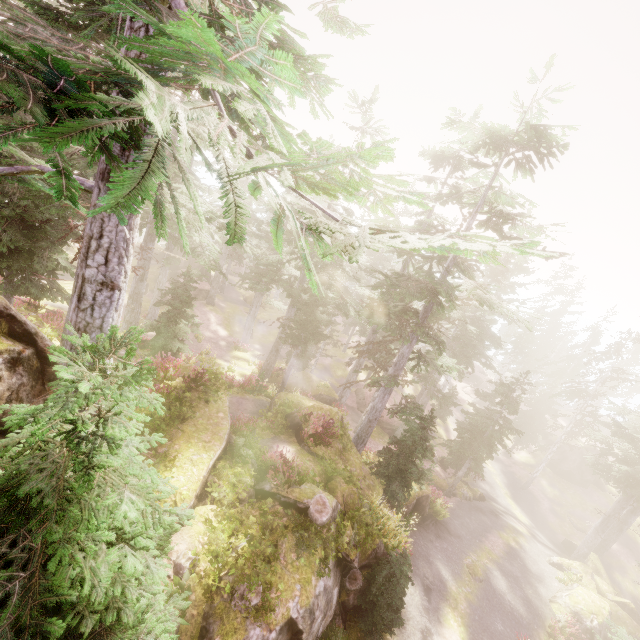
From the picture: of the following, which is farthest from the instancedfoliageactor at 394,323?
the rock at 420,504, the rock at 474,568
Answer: the rock at 474,568

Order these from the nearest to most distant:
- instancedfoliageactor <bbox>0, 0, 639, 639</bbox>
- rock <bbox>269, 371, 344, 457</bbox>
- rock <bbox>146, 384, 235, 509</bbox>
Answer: instancedfoliageactor <bbox>0, 0, 639, 639</bbox> → rock <bbox>146, 384, 235, 509</bbox> → rock <bbox>269, 371, 344, 457</bbox>

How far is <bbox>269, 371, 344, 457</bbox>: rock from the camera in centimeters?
1727cm

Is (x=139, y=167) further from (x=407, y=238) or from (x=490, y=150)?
(x=490, y=150)

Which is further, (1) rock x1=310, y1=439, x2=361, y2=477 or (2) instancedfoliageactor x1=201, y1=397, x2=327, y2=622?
(1) rock x1=310, y1=439, x2=361, y2=477

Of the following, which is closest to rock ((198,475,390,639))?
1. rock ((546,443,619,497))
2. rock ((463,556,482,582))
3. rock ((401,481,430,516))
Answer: rock ((401,481,430,516))

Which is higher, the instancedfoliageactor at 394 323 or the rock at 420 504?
the instancedfoliageactor at 394 323

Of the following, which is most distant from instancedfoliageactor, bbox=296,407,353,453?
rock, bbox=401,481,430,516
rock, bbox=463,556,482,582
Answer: rock, bbox=463,556,482,582
